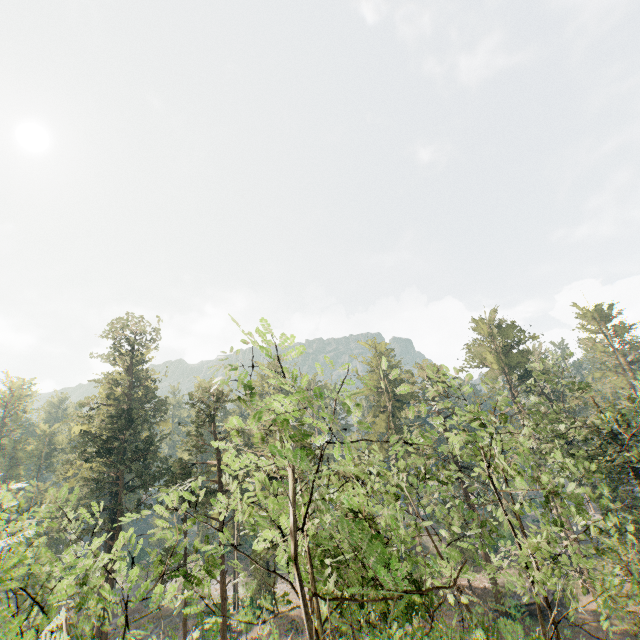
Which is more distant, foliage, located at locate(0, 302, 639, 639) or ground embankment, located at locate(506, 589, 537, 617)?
→ ground embankment, located at locate(506, 589, 537, 617)

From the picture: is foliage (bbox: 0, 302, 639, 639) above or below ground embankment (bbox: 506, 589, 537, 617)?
above

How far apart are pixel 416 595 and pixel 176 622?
47.5m

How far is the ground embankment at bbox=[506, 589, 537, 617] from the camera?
30.36m

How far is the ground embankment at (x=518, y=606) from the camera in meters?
30.4 m

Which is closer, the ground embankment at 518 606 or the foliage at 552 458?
the foliage at 552 458
